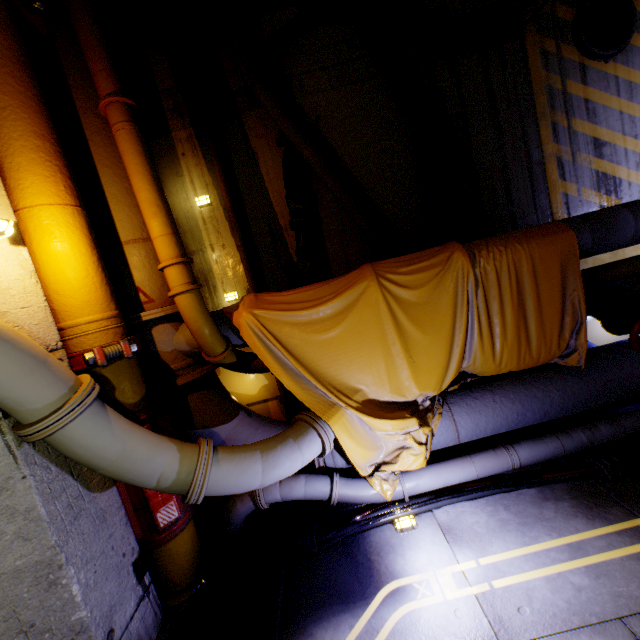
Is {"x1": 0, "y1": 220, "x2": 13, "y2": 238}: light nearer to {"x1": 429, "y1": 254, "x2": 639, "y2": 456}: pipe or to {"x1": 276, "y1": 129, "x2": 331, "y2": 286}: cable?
{"x1": 429, "y1": 254, "x2": 639, "y2": 456}: pipe

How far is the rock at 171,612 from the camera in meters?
2.7

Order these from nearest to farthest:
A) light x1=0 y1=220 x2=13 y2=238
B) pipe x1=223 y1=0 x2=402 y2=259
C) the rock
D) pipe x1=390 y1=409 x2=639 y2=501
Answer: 1. light x1=0 y1=220 x2=13 y2=238
2. the rock
3. pipe x1=390 y1=409 x2=639 y2=501
4. pipe x1=223 y1=0 x2=402 y2=259

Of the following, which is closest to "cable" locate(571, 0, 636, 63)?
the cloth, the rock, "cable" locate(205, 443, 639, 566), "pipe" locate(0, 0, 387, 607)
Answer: "pipe" locate(0, 0, 387, 607)

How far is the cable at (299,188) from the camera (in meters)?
4.34

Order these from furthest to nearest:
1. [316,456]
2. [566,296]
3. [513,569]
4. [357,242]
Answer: [357,242] → [566,296] → [316,456] → [513,569]

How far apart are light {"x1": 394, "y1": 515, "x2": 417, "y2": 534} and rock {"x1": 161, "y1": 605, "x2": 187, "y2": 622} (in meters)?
1.95

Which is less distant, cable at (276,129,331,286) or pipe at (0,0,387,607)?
pipe at (0,0,387,607)
